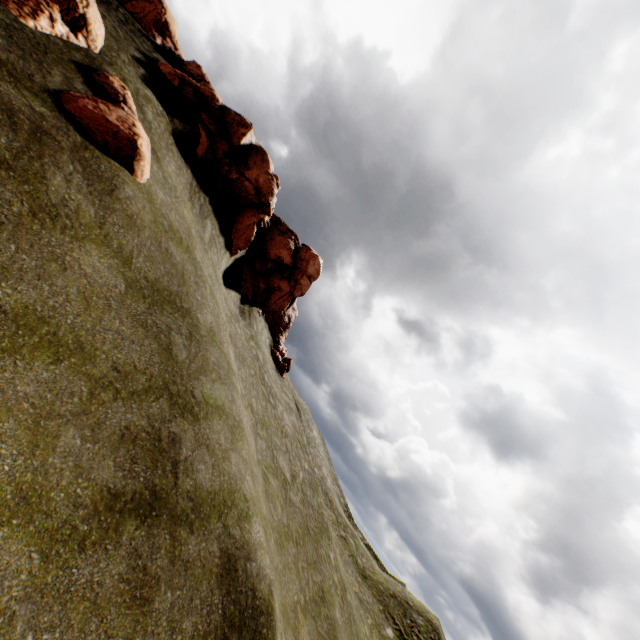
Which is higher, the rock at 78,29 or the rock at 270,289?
the rock at 270,289

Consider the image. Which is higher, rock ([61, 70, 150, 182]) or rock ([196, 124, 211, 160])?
rock ([196, 124, 211, 160])

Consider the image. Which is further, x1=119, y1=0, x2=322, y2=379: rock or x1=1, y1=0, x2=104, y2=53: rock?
x1=119, y1=0, x2=322, y2=379: rock

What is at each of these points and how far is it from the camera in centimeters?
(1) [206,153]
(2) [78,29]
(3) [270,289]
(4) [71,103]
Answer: (1) rock, 1875cm
(2) rock, 1248cm
(3) rock, 3017cm
(4) rock, 993cm

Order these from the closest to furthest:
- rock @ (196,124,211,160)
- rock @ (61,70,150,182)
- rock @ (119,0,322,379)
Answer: rock @ (61,70,150,182), rock @ (196,124,211,160), rock @ (119,0,322,379)

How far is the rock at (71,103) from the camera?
10.1m
